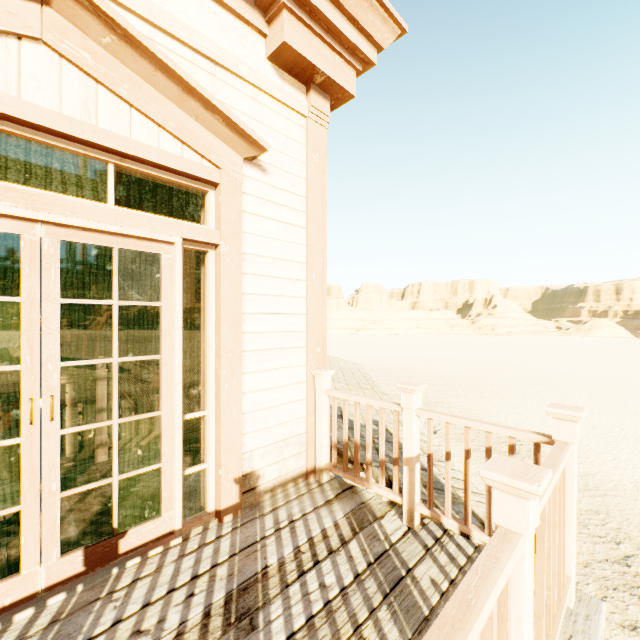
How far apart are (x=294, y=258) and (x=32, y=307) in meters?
1.9

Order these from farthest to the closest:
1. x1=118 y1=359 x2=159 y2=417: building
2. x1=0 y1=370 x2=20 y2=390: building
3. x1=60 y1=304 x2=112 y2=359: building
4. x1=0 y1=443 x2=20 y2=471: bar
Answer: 1. x1=60 y1=304 x2=112 y2=359: building
2. x1=0 y1=443 x2=20 y2=471: bar
3. x1=118 y1=359 x2=159 y2=417: building
4. x1=0 y1=370 x2=20 y2=390: building

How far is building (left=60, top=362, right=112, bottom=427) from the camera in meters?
3.3

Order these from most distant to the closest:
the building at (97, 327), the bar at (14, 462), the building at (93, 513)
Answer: the building at (97, 327), the bar at (14, 462), the building at (93, 513)

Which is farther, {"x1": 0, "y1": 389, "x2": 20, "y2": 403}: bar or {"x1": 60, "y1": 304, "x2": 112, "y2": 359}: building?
{"x1": 60, "y1": 304, "x2": 112, "y2": 359}: building

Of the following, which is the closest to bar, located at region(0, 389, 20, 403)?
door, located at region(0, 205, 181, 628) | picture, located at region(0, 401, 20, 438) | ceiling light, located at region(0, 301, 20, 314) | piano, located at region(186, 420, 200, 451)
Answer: picture, located at region(0, 401, 20, 438)

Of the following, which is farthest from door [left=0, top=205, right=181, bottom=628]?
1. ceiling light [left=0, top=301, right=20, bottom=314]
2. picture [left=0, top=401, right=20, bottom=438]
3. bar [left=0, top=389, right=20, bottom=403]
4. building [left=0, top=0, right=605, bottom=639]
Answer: picture [left=0, top=401, right=20, bottom=438]

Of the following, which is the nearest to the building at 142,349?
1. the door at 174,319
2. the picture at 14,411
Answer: the door at 174,319
